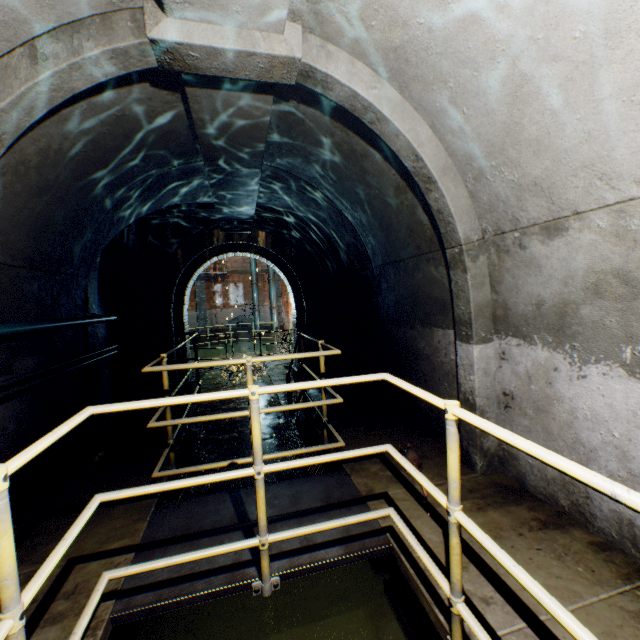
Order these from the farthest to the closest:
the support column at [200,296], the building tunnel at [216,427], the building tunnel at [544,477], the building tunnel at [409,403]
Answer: the support column at [200,296], the building tunnel at [216,427], the building tunnel at [409,403], the building tunnel at [544,477]

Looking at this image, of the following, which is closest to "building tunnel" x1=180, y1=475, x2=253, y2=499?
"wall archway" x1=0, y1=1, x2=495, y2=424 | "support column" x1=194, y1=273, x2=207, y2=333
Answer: "wall archway" x1=0, y1=1, x2=495, y2=424

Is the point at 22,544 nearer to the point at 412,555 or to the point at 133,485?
the point at 133,485

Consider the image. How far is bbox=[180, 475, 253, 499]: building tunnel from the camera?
4.5 meters

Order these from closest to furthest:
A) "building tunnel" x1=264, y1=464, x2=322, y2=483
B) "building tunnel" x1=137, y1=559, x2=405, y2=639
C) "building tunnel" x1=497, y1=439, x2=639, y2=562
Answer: "building tunnel" x1=497, y1=439, x2=639, y2=562 < "building tunnel" x1=137, y1=559, x2=405, y2=639 < "building tunnel" x1=264, y1=464, x2=322, y2=483

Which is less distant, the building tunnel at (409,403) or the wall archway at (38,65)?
the wall archway at (38,65)
